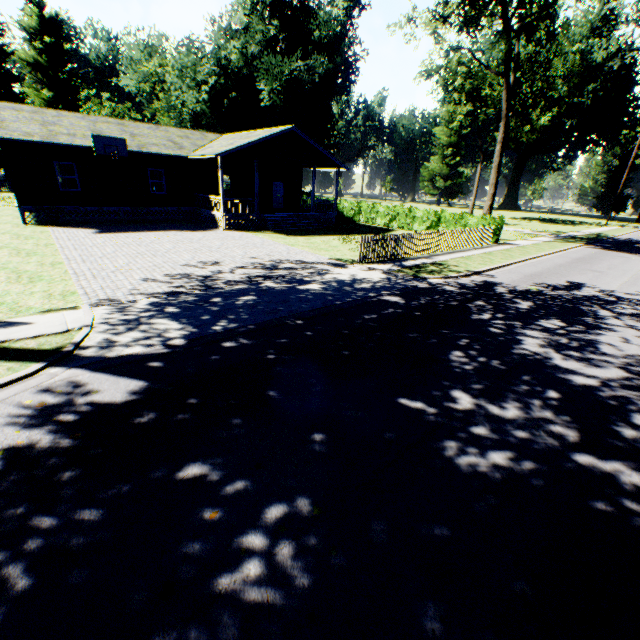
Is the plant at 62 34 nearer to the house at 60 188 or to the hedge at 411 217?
the hedge at 411 217

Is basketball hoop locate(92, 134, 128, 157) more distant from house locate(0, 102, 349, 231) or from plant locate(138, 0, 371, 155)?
plant locate(138, 0, 371, 155)

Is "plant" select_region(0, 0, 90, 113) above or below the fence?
above

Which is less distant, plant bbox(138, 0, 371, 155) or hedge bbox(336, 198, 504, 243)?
hedge bbox(336, 198, 504, 243)

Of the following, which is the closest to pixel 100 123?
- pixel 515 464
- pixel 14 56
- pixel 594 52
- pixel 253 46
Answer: pixel 253 46

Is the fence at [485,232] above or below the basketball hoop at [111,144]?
below

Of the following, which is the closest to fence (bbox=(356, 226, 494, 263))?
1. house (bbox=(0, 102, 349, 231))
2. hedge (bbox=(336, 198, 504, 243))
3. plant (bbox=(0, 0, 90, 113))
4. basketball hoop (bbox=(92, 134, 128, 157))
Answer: hedge (bbox=(336, 198, 504, 243))

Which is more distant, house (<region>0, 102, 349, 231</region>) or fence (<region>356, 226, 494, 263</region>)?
house (<region>0, 102, 349, 231</region>)
